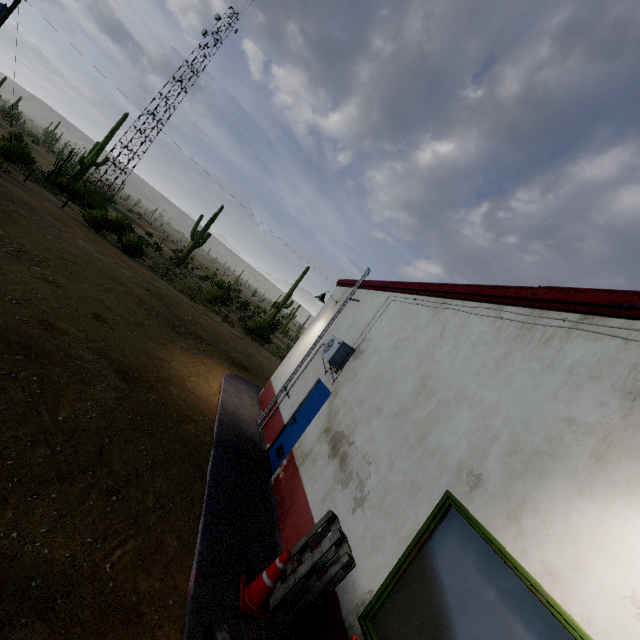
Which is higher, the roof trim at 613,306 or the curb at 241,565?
the roof trim at 613,306

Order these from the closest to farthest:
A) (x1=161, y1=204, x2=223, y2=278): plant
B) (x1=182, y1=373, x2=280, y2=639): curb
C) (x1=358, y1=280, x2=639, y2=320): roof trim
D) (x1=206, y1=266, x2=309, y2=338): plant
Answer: (x1=358, y1=280, x2=639, y2=320): roof trim → (x1=182, y1=373, x2=280, y2=639): curb → (x1=206, y1=266, x2=309, y2=338): plant → (x1=161, y1=204, x2=223, y2=278): plant

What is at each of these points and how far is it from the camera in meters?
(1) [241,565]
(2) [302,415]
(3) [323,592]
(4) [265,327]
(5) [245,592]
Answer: (1) curb, 4.2
(2) door, 7.4
(3) pallet, 3.7
(4) plant, 30.7
(5) traffic cone, 3.8

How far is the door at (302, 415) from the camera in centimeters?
695cm

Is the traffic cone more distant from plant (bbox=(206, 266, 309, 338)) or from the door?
plant (bbox=(206, 266, 309, 338))

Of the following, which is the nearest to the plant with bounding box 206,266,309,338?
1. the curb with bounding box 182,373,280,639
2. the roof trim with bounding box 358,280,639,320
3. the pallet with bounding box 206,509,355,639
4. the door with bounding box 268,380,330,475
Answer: the curb with bounding box 182,373,280,639

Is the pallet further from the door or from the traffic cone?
the door

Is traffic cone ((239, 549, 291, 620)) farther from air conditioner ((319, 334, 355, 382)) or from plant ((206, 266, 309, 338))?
plant ((206, 266, 309, 338))
